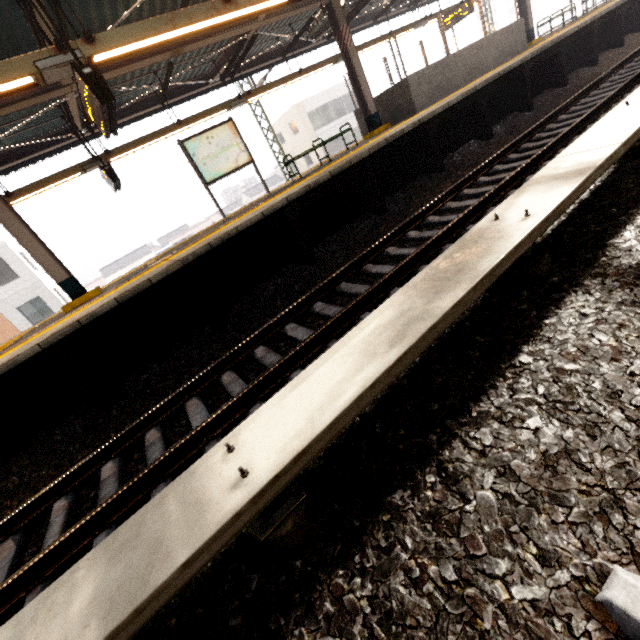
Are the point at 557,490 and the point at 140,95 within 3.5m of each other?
no

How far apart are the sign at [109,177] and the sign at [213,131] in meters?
2.3

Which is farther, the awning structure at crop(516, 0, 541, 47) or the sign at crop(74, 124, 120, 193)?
the awning structure at crop(516, 0, 541, 47)

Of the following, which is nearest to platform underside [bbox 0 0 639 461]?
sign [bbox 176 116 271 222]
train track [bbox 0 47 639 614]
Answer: train track [bbox 0 47 639 614]

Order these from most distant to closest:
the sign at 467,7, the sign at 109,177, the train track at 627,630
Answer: the sign at 467,7
the sign at 109,177
the train track at 627,630

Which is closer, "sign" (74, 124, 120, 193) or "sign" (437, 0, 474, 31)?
"sign" (74, 124, 120, 193)

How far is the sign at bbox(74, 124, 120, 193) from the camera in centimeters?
842cm

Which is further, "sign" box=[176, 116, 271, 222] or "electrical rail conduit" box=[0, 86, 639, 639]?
"sign" box=[176, 116, 271, 222]
